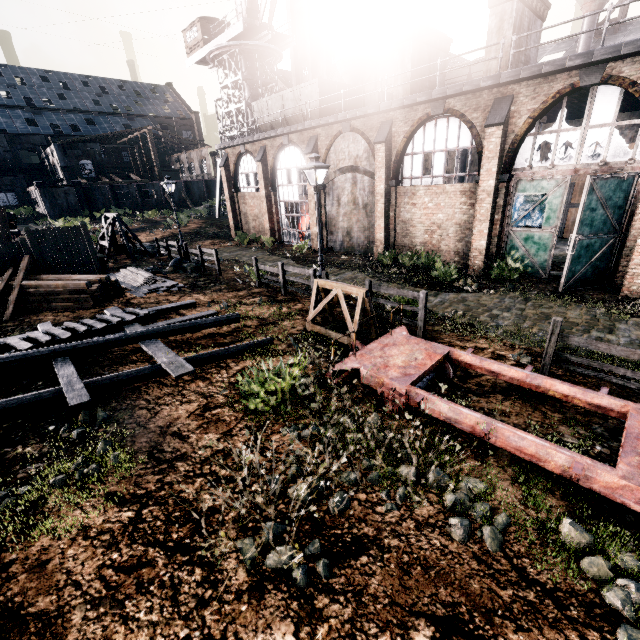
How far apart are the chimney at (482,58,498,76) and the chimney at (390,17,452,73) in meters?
3.8

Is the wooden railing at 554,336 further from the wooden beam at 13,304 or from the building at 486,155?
the wooden beam at 13,304

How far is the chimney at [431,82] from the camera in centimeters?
1977cm

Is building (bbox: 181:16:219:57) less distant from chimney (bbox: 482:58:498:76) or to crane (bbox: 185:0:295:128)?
crane (bbox: 185:0:295:128)

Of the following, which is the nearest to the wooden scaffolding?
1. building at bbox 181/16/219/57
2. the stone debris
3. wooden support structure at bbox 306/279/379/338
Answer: wooden support structure at bbox 306/279/379/338

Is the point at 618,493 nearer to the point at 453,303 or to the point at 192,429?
the point at 192,429

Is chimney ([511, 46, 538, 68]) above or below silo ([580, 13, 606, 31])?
below

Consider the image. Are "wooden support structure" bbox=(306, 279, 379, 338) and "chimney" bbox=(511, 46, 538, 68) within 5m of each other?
no
